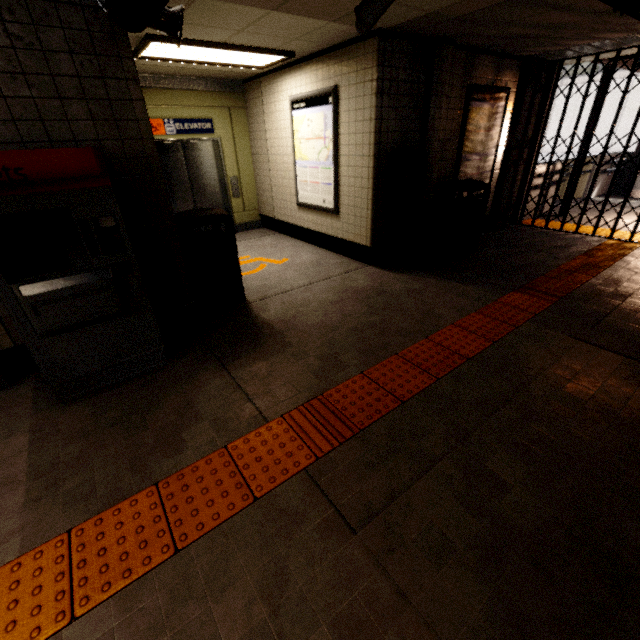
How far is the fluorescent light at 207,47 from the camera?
3.89m

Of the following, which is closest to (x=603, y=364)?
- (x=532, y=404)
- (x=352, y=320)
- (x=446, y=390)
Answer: (x=532, y=404)

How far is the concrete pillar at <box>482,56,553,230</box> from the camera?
5.76m

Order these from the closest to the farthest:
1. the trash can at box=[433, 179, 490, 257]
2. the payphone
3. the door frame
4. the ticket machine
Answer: the ticket machine
the door frame
the payphone
the trash can at box=[433, 179, 490, 257]

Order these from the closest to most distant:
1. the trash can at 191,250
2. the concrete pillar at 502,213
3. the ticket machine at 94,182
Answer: the ticket machine at 94,182 < the trash can at 191,250 < the concrete pillar at 502,213

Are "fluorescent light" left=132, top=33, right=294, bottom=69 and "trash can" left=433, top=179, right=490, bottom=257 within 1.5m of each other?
no

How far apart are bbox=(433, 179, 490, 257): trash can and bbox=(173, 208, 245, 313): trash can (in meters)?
3.62

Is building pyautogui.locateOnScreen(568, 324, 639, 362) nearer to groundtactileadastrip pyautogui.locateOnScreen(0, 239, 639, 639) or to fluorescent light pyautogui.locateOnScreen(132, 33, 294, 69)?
groundtactileadastrip pyautogui.locateOnScreen(0, 239, 639, 639)
